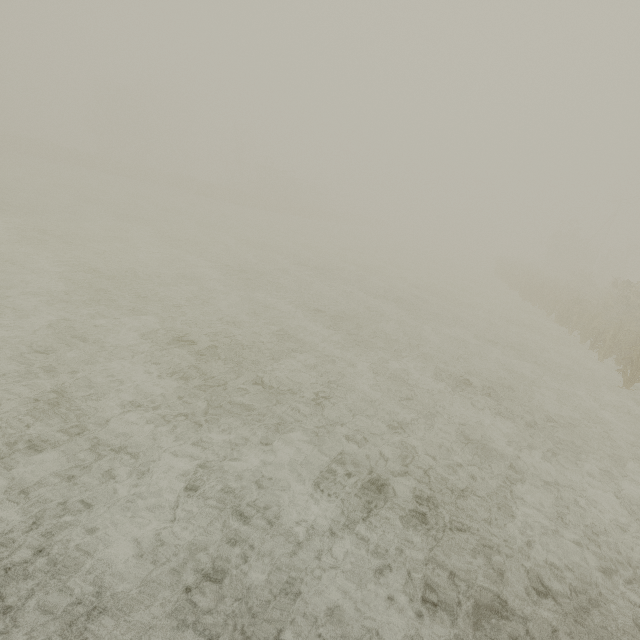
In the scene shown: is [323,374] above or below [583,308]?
below
